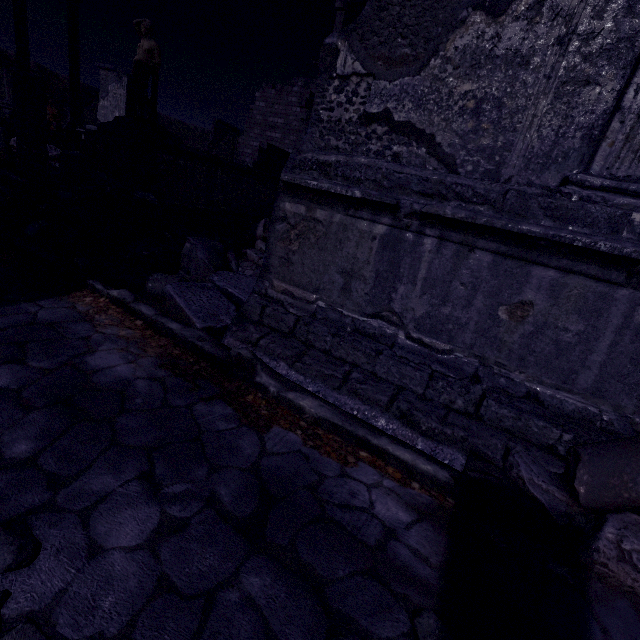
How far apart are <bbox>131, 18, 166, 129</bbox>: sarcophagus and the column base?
6.0m

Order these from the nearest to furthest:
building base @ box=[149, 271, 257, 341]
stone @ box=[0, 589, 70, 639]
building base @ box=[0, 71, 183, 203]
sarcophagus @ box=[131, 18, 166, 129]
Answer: stone @ box=[0, 589, 70, 639] → building base @ box=[149, 271, 257, 341] → building base @ box=[0, 71, 183, 203] → sarcophagus @ box=[131, 18, 166, 129]

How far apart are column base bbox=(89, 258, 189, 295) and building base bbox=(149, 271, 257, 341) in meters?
0.1

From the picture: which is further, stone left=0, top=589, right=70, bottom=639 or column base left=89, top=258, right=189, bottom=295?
column base left=89, top=258, right=189, bottom=295

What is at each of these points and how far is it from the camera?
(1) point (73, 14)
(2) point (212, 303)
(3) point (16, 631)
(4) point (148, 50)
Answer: (1) building debris, 13.7m
(2) building base, 3.3m
(3) stone, 0.9m
(4) sarcophagus, 7.7m

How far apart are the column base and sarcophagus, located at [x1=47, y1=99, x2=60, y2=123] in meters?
23.9

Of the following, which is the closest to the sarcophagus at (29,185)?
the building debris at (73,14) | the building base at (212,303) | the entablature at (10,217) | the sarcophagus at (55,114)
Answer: the entablature at (10,217)

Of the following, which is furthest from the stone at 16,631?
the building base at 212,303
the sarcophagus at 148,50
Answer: the sarcophagus at 148,50
